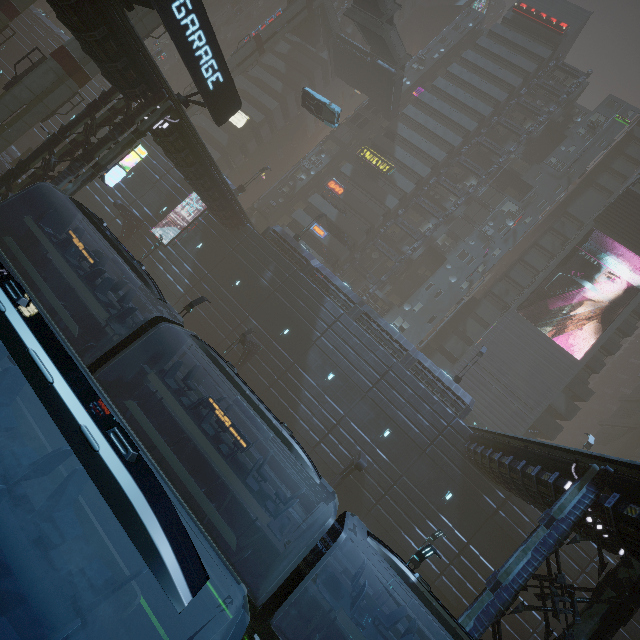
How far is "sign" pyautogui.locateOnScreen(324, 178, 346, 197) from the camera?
41.4m

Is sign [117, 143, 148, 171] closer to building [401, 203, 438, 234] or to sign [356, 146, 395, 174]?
building [401, 203, 438, 234]

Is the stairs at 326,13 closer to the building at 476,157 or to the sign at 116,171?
the building at 476,157

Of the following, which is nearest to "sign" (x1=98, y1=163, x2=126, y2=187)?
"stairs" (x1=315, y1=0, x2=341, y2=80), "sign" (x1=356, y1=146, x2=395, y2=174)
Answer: "stairs" (x1=315, y1=0, x2=341, y2=80)

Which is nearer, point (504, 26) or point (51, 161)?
point (51, 161)

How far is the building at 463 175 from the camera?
42.9m

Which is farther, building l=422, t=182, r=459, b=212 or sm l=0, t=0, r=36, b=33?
building l=422, t=182, r=459, b=212

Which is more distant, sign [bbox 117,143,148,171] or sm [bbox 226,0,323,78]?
sm [bbox 226,0,323,78]
